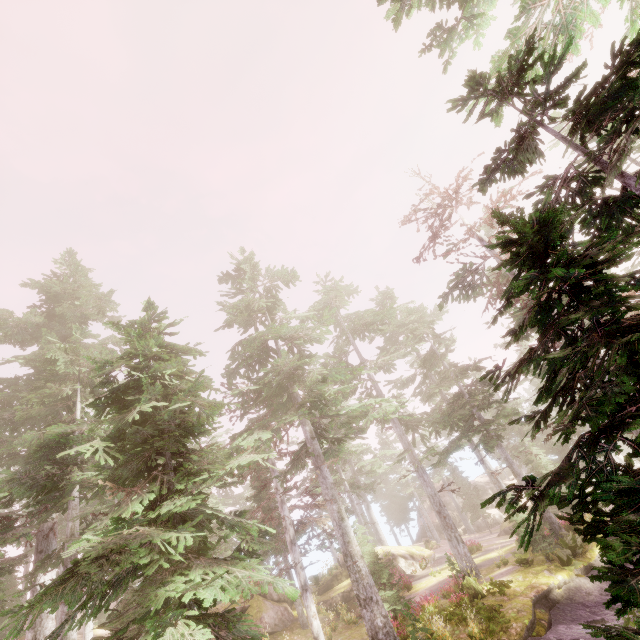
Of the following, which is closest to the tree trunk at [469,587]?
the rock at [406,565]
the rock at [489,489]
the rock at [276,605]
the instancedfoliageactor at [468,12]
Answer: the instancedfoliageactor at [468,12]

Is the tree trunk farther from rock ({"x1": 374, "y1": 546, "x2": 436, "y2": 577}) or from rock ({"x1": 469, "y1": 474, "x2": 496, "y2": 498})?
rock ({"x1": 469, "y1": 474, "x2": 496, "y2": 498})

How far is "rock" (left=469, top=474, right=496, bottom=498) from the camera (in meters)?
48.16

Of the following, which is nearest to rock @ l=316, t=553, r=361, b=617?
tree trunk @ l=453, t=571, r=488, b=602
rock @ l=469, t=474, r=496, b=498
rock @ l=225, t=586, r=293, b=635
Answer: rock @ l=225, t=586, r=293, b=635

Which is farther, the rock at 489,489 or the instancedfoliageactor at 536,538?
the rock at 489,489

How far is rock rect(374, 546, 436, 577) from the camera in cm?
2687

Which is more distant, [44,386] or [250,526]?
[250,526]
